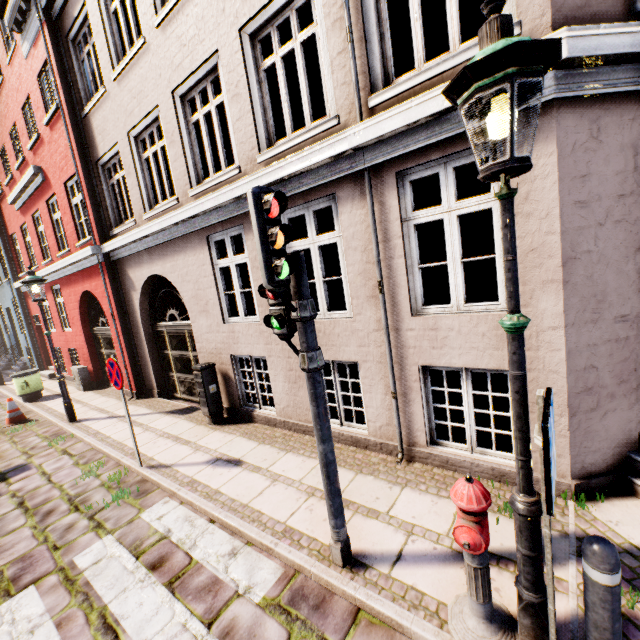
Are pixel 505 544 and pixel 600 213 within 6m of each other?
yes

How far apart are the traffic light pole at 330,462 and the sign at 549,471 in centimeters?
158cm

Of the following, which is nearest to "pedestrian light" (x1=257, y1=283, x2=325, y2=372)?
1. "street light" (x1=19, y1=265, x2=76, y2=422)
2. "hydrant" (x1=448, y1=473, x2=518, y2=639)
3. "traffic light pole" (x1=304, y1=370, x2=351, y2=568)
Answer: "traffic light pole" (x1=304, y1=370, x2=351, y2=568)

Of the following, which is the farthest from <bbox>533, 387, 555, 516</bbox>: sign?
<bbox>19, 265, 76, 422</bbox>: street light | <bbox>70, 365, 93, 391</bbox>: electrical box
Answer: Answer: <bbox>70, 365, 93, 391</bbox>: electrical box

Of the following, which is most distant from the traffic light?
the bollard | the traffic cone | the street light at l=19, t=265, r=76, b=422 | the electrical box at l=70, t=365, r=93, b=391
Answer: the electrical box at l=70, t=365, r=93, b=391

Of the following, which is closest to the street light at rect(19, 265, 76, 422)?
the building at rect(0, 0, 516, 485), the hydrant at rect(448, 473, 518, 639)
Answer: the building at rect(0, 0, 516, 485)

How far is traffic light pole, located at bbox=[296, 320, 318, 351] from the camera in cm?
275

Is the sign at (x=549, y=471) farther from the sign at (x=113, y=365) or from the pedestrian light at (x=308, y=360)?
the sign at (x=113, y=365)
